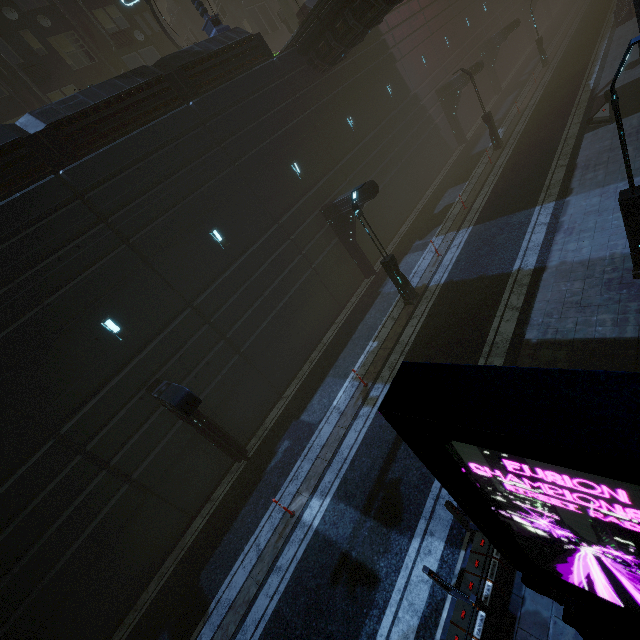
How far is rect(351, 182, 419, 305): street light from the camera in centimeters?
1239cm

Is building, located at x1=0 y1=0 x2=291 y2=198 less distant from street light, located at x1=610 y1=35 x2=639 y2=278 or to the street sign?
the street sign

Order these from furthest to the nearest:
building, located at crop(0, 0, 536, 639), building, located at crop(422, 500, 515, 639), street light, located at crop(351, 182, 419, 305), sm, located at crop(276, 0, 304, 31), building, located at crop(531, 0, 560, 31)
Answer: building, located at crop(531, 0, 560, 31) → sm, located at crop(276, 0, 304, 31) → street light, located at crop(351, 182, 419, 305) → building, located at crop(0, 0, 536, 639) → building, located at crop(422, 500, 515, 639)

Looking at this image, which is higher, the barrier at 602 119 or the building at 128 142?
the building at 128 142

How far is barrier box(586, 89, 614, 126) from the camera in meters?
15.5

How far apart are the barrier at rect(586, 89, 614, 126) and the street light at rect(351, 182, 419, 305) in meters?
12.8

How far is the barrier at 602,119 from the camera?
15.5 meters

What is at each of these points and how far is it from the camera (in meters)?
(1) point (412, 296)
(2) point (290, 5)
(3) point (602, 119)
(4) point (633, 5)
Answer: (1) street light, 14.27
(2) sm, 22.73
(3) barrier, 16.06
(4) building, 26.25
